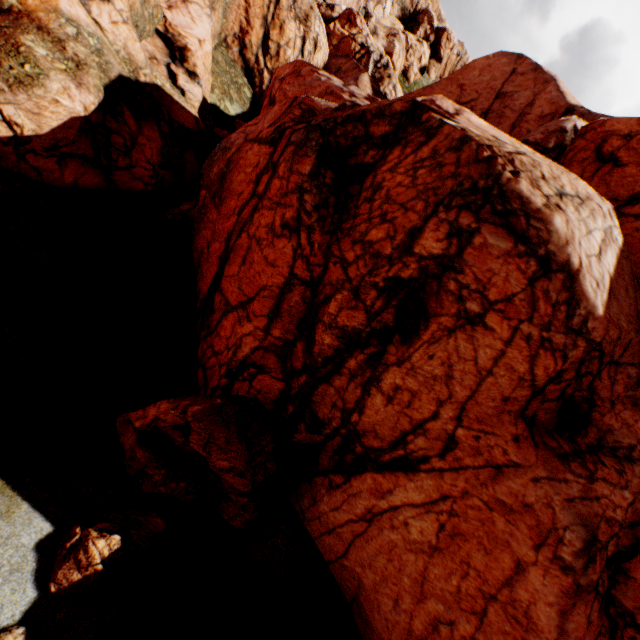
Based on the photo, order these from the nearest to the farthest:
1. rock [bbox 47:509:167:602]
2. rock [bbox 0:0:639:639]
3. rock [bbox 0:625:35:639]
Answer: rock [bbox 0:625:35:639] < rock [bbox 47:509:167:602] < rock [bbox 0:0:639:639]

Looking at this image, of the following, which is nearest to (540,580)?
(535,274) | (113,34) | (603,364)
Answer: (603,364)

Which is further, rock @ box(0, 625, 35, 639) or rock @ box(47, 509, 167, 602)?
rock @ box(47, 509, 167, 602)

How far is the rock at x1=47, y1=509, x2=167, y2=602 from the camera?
7.0 meters

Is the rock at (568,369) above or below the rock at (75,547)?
above
